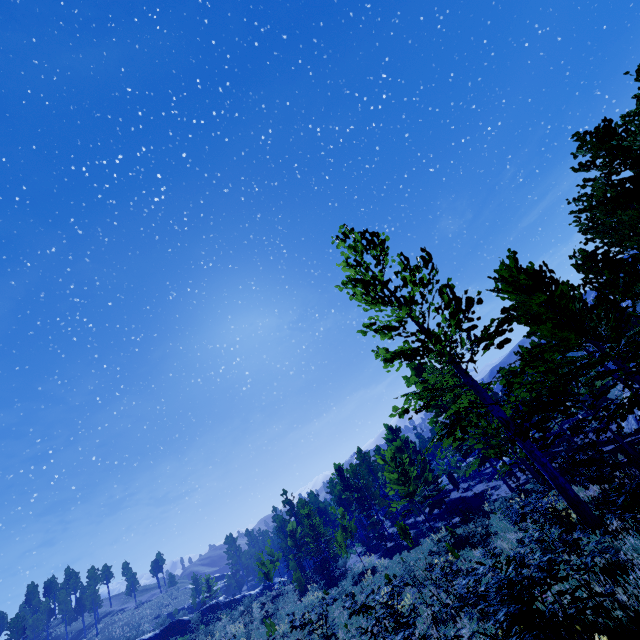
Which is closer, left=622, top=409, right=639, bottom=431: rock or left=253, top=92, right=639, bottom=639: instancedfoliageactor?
left=253, top=92, right=639, bottom=639: instancedfoliageactor

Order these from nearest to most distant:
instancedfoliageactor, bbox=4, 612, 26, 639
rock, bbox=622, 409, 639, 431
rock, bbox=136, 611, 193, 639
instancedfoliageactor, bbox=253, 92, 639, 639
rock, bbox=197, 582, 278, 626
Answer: instancedfoliageactor, bbox=253, 92, 639, 639
rock, bbox=622, 409, 639, 431
rock, bbox=136, 611, 193, 639
rock, bbox=197, 582, 278, 626
instancedfoliageactor, bbox=4, 612, 26, 639

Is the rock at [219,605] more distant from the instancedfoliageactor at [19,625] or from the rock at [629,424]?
the rock at [629,424]

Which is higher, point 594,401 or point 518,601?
point 594,401

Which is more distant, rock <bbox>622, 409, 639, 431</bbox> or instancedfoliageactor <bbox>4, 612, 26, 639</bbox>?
instancedfoliageactor <bbox>4, 612, 26, 639</bbox>

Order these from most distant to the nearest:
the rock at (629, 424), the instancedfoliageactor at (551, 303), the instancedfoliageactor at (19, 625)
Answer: the instancedfoliageactor at (19, 625), the rock at (629, 424), the instancedfoliageactor at (551, 303)

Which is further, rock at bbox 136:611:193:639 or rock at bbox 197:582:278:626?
rock at bbox 197:582:278:626

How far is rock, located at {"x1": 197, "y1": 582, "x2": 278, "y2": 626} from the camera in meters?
37.3 m
